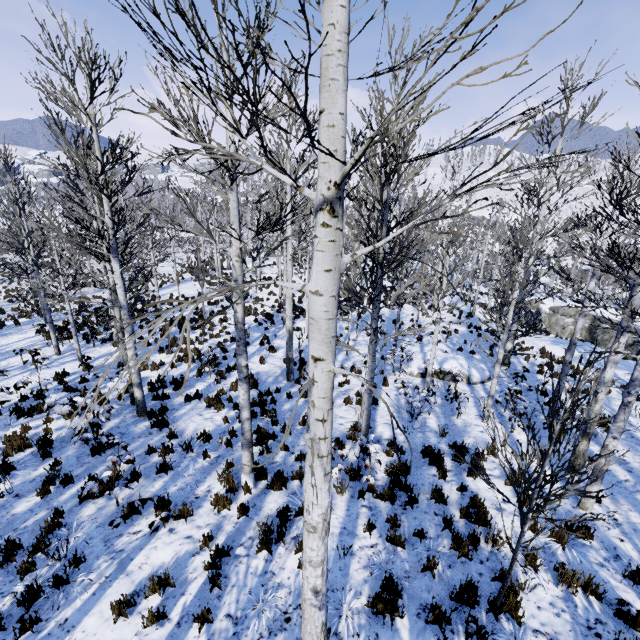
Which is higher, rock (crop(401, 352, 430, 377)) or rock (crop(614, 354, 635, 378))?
rock (crop(401, 352, 430, 377))

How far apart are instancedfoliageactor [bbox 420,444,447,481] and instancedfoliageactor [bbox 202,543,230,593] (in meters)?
4.91

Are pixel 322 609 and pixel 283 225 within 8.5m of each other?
yes

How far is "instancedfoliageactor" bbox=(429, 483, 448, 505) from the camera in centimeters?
659cm

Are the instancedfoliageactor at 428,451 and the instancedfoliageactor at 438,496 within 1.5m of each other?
yes

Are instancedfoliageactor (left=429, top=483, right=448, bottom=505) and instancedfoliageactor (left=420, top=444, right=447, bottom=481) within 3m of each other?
yes

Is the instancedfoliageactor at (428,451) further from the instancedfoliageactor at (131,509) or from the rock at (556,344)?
the rock at (556,344)

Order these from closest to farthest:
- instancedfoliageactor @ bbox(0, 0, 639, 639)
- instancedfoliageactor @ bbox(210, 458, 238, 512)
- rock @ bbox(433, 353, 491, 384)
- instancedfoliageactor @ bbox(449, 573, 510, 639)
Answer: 1. instancedfoliageactor @ bbox(0, 0, 639, 639)
2. instancedfoliageactor @ bbox(449, 573, 510, 639)
3. instancedfoliageactor @ bbox(210, 458, 238, 512)
4. rock @ bbox(433, 353, 491, 384)
